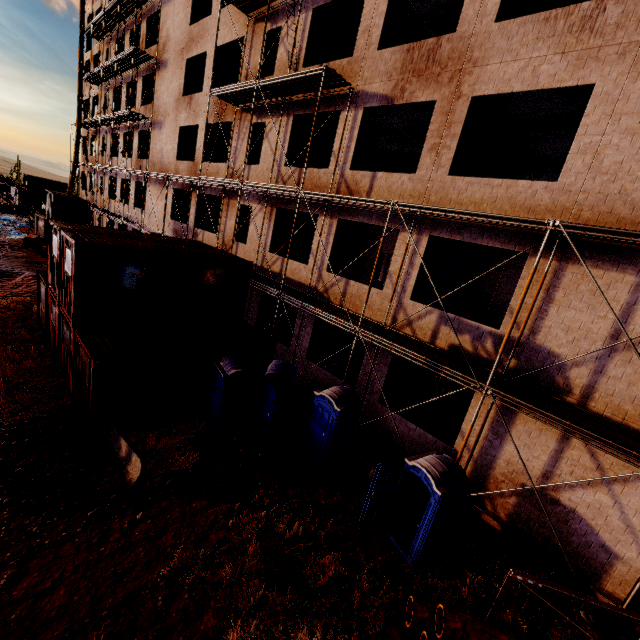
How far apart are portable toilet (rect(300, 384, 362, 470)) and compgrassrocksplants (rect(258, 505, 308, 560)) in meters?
1.4 m

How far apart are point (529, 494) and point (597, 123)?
9.5 meters

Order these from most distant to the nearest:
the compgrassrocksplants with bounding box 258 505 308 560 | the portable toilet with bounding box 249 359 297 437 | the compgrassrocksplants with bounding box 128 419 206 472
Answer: the portable toilet with bounding box 249 359 297 437 → the compgrassrocksplants with bounding box 128 419 206 472 → the compgrassrocksplants with bounding box 258 505 308 560

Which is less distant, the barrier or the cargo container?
the barrier

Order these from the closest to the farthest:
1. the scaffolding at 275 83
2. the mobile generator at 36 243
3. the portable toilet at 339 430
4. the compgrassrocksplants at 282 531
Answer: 1. the scaffolding at 275 83
2. the compgrassrocksplants at 282 531
3. the portable toilet at 339 430
4. the mobile generator at 36 243

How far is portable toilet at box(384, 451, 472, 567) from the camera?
7.3 meters

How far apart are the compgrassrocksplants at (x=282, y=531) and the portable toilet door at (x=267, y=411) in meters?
2.5

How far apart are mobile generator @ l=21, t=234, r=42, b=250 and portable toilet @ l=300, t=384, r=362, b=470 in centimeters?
3034cm
